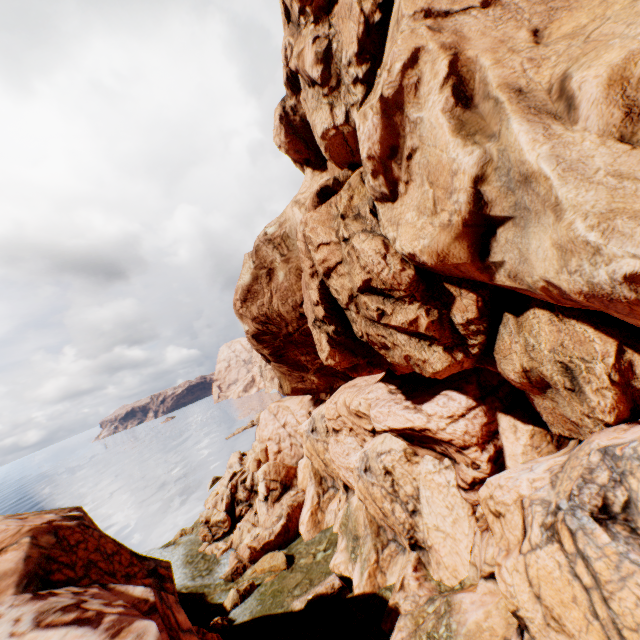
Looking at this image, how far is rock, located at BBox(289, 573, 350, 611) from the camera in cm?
1911

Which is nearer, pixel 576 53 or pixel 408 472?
pixel 576 53

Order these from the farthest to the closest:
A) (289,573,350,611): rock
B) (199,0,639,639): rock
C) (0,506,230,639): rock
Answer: (289,573,350,611): rock
(0,506,230,639): rock
(199,0,639,639): rock

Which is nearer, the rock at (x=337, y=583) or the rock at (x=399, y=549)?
the rock at (x=399, y=549)

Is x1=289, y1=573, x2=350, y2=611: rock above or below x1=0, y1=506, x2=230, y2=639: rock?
below

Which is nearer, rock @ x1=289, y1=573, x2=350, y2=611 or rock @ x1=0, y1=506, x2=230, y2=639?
rock @ x1=0, y1=506, x2=230, y2=639
